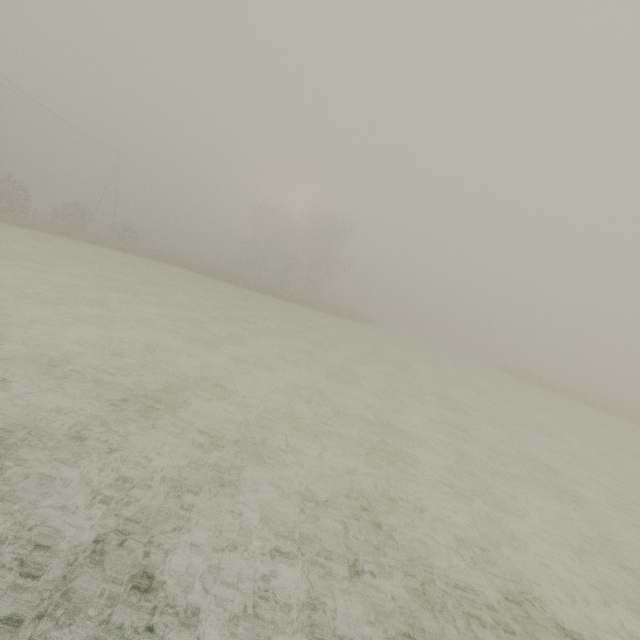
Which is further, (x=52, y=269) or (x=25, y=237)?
(x=25, y=237)

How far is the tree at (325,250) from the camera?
47.8 meters

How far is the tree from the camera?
47.8m
